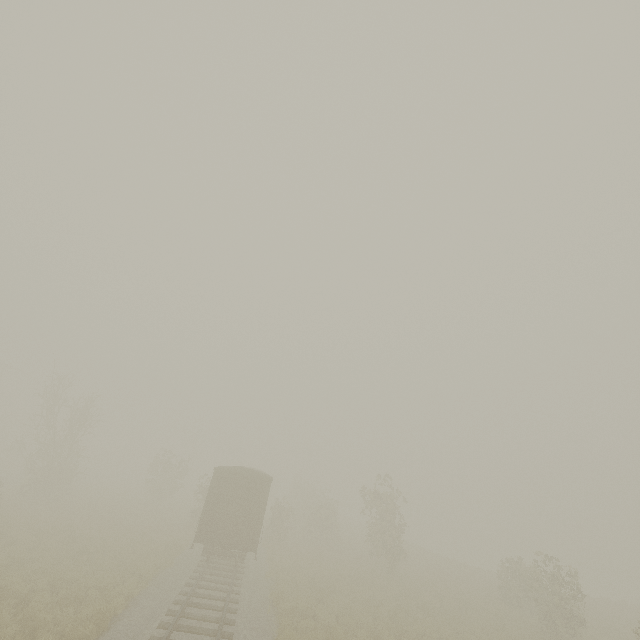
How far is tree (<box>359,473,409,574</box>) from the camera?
24.58m

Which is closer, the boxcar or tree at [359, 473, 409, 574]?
the boxcar

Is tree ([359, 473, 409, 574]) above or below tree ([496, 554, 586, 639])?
above

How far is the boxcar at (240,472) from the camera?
17.1 meters

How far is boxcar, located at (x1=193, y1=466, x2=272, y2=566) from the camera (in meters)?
17.12

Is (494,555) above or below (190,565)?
below

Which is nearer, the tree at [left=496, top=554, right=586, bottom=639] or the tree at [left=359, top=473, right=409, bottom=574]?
the tree at [left=496, top=554, right=586, bottom=639]

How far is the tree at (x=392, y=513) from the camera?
24.58m
